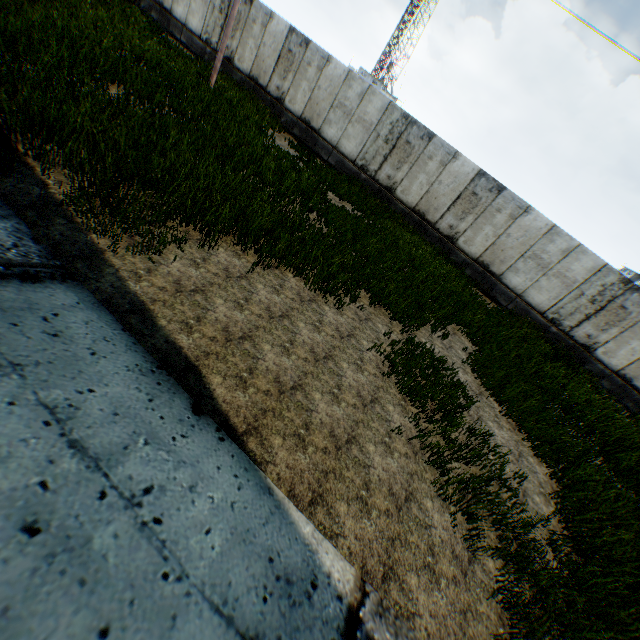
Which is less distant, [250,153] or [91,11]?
[250,153]
